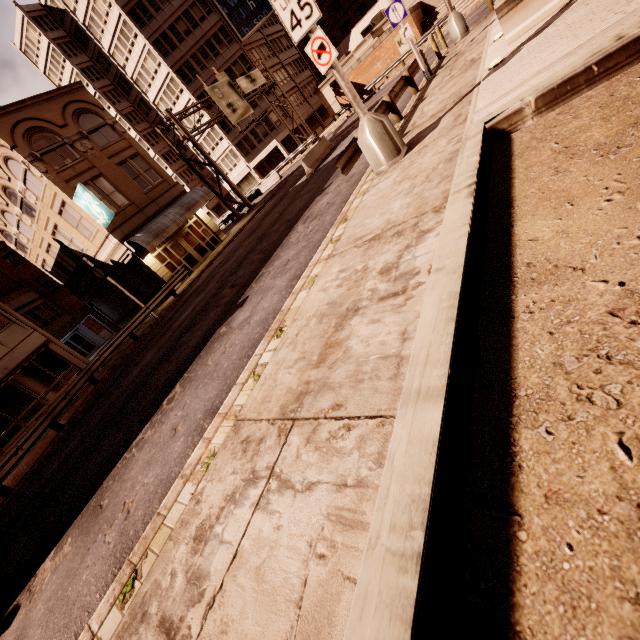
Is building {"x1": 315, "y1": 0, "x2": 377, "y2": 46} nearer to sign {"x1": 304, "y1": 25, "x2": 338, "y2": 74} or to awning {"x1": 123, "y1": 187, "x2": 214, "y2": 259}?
awning {"x1": 123, "y1": 187, "x2": 214, "y2": 259}

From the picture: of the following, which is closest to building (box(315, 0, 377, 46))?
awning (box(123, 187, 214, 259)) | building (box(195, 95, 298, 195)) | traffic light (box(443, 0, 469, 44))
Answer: building (box(195, 95, 298, 195))

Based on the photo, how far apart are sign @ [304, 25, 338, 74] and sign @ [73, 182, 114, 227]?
17.1 meters

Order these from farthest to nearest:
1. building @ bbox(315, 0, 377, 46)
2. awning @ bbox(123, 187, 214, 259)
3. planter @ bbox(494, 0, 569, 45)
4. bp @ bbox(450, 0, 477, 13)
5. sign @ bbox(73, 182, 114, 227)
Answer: building @ bbox(315, 0, 377, 46), bp @ bbox(450, 0, 477, 13), awning @ bbox(123, 187, 214, 259), sign @ bbox(73, 182, 114, 227), planter @ bbox(494, 0, 569, 45)

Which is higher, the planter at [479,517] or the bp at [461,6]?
the planter at [479,517]

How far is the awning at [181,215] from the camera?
20.9m

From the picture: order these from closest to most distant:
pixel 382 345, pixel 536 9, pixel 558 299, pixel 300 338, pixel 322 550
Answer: pixel 558 299
pixel 322 550
pixel 382 345
pixel 300 338
pixel 536 9

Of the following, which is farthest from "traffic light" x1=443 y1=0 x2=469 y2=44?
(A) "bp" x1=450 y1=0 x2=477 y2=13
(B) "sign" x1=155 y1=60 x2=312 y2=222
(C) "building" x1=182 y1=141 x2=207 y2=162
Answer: (C) "building" x1=182 y1=141 x2=207 y2=162
